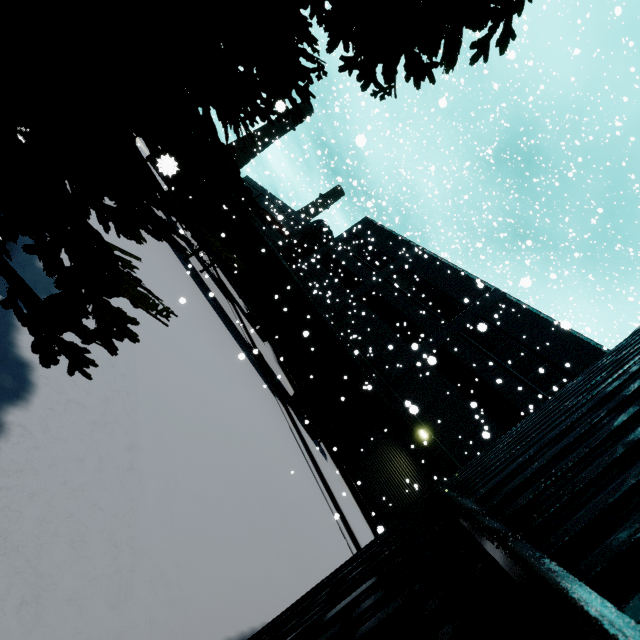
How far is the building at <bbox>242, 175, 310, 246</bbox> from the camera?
37.6m

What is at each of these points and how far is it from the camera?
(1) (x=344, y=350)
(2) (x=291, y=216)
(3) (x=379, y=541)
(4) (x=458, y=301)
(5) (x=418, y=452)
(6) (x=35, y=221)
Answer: (1) semi trailer, 15.2m
(2) building, 39.9m
(3) silo, 2.7m
(4) building, 22.5m
(5) roll-up door, 17.7m
(6) tree, 2.2m

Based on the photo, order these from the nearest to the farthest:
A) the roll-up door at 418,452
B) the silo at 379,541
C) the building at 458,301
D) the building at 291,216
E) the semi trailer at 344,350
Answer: the silo at 379,541 → the semi trailer at 344,350 → the roll-up door at 418,452 → the building at 458,301 → the building at 291,216

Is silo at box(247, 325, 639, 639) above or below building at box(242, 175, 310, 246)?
below

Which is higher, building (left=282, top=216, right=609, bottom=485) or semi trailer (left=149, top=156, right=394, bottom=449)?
building (left=282, top=216, right=609, bottom=485)

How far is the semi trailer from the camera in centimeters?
1480cm

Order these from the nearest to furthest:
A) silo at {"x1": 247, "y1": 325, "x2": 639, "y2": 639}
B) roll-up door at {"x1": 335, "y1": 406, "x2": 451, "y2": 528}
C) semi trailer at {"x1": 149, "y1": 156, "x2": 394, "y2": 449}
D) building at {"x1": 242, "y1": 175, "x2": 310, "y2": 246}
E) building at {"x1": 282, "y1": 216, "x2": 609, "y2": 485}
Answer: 1. silo at {"x1": 247, "y1": 325, "x2": 639, "y2": 639}
2. semi trailer at {"x1": 149, "y1": 156, "x2": 394, "y2": 449}
3. roll-up door at {"x1": 335, "y1": 406, "x2": 451, "y2": 528}
4. building at {"x1": 282, "y1": 216, "x2": 609, "y2": 485}
5. building at {"x1": 242, "y1": 175, "x2": 310, "y2": 246}

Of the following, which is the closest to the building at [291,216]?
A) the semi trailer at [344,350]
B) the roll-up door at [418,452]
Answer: the roll-up door at [418,452]
